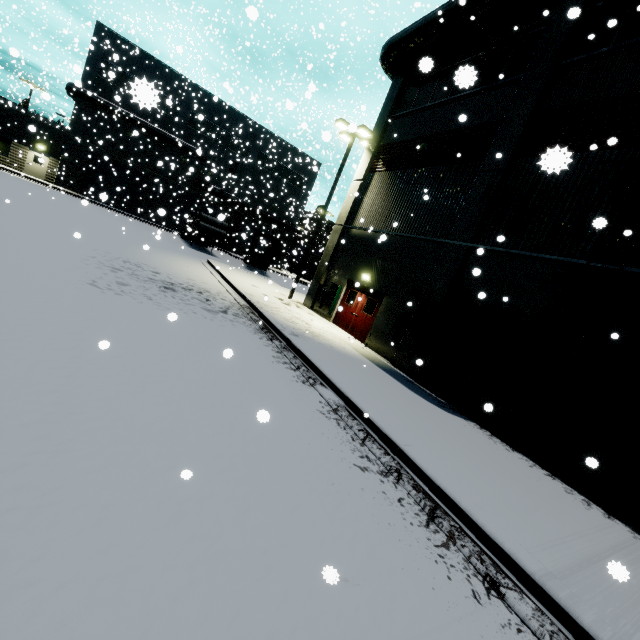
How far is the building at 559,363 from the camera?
7.9 meters

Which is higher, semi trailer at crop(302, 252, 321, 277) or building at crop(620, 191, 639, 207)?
building at crop(620, 191, 639, 207)

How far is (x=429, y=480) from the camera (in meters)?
4.94

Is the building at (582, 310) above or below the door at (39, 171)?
above

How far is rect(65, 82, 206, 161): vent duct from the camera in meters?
28.5 m

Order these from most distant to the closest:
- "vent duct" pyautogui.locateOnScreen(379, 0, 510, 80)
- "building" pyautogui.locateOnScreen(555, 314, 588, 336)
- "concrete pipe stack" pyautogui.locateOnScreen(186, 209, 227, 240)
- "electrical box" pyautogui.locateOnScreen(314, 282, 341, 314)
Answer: "concrete pipe stack" pyautogui.locateOnScreen(186, 209, 227, 240) → "electrical box" pyautogui.locateOnScreen(314, 282, 341, 314) → "vent duct" pyautogui.locateOnScreen(379, 0, 510, 80) → "building" pyautogui.locateOnScreen(555, 314, 588, 336)

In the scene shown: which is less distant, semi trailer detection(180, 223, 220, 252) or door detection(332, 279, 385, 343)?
door detection(332, 279, 385, 343)

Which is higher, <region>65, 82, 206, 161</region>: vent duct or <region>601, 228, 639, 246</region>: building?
<region>65, 82, 206, 161</region>: vent duct
